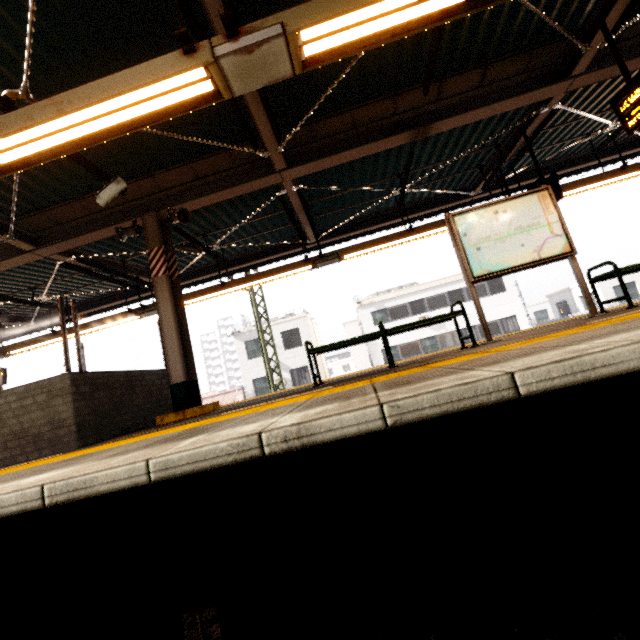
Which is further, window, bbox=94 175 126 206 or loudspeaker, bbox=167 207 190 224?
loudspeaker, bbox=167 207 190 224

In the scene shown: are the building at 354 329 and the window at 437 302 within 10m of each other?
no

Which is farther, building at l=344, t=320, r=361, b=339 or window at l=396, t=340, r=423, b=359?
building at l=344, t=320, r=361, b=339

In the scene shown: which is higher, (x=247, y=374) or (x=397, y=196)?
(x=397, y=196)

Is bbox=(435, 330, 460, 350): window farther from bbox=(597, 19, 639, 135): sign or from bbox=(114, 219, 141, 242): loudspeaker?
bbox=(114, 219, 141, 242): loudspeaker

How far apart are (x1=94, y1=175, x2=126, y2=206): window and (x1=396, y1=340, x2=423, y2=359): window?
21.94m

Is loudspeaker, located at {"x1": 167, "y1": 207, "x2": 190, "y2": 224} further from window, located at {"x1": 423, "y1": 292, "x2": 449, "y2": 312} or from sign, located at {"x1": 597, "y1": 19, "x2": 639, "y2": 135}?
window, located at {"x1": 423, "y1": 292, "x2": 449, "y2": 312}

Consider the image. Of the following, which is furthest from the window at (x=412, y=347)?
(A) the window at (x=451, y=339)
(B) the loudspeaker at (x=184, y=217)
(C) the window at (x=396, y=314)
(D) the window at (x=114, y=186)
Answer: (D) the window at (x=114, y=186)
